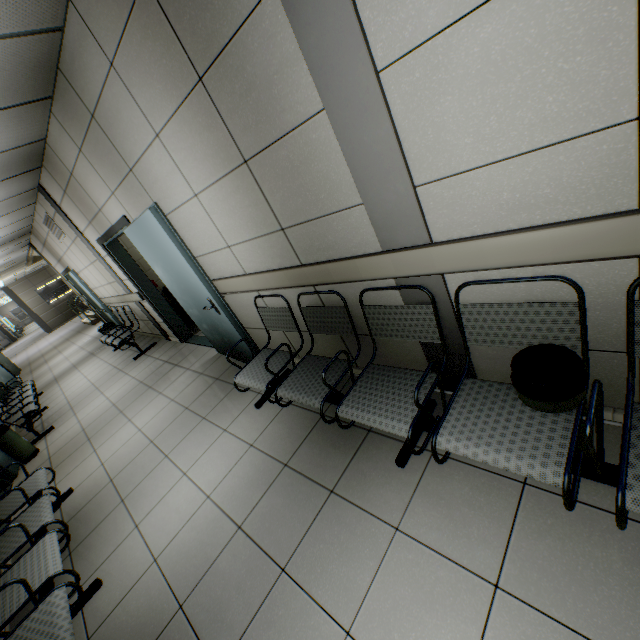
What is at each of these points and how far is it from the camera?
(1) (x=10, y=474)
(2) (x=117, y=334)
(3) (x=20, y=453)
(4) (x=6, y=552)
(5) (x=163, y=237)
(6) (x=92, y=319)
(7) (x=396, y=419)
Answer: (1) door, 4.43m
(2) chair, 7.17m
(3) garbage can, 4.74m
(4) chair, 2.40m
(5) door, 3.08m
(6) stairs, 13.84m
(7) chair, 1.75m

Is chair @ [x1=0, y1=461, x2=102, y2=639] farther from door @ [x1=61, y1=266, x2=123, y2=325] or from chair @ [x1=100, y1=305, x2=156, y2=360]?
door @ [x1=61, y1=266, x2=123, y2=325]

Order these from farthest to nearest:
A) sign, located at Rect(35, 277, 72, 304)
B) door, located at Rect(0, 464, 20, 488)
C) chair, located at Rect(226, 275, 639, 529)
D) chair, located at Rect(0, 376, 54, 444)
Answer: sign, located at Rect(35, 277, 72, 304), chair, located at Rect(0, 376, 54, 444), door, located at Rect(0, 464, 20, 488), chair, located at Rect(226, 275, 639, 529)

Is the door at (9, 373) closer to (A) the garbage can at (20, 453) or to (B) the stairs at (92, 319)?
(B) the stairs at (92, 319)

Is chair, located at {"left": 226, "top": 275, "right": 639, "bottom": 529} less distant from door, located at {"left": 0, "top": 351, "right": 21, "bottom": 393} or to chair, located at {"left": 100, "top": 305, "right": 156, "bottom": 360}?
chair, located at {"left": 100, "top": 305, "right": 156, "bottom": 360}

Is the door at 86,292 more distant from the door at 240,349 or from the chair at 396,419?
the chair at 396,419

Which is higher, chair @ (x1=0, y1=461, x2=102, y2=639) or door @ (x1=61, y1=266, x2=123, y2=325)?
door @ (x1=61, y1=266, x2=123, y2=325)

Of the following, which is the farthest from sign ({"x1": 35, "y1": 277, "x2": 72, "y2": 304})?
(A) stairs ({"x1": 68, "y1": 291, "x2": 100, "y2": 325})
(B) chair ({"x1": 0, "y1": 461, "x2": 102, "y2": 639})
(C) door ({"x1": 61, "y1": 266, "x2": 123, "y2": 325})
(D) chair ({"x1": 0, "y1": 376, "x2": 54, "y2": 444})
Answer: (B) chair ({"x1": 0, "y1": 461, "x2": 102, "y2": 639})
